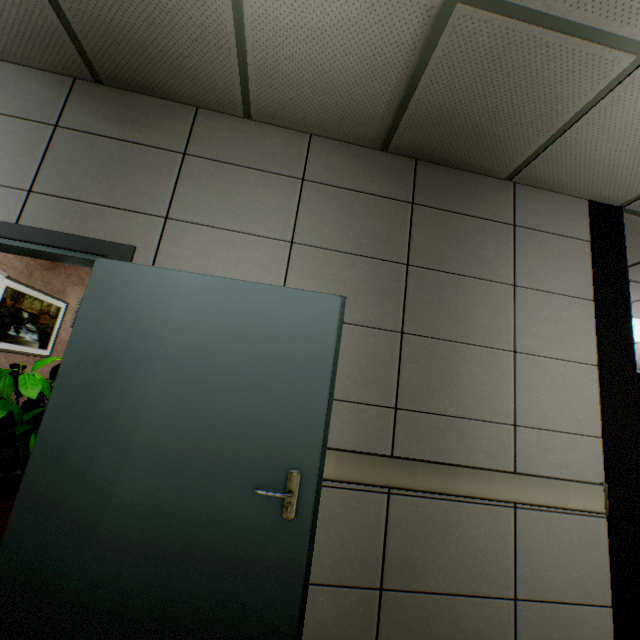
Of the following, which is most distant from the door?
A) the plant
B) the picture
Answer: the picture

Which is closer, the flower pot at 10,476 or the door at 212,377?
the door at 212,377

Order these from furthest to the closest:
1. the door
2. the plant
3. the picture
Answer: the picture < the plant < the door

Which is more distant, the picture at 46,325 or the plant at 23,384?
the picture at 46,325

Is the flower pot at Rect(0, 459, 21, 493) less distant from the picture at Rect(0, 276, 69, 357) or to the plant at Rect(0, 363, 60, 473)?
the plant at Rect(0, 363, 60, 473)

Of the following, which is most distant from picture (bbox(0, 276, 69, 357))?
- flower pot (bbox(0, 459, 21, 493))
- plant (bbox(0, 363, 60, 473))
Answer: flower pot (bbox(0, 459, 21, 493))

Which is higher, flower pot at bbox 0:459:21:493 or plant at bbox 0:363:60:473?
plant at bbox 0:363:60:473

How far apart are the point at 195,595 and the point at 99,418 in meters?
1.0
